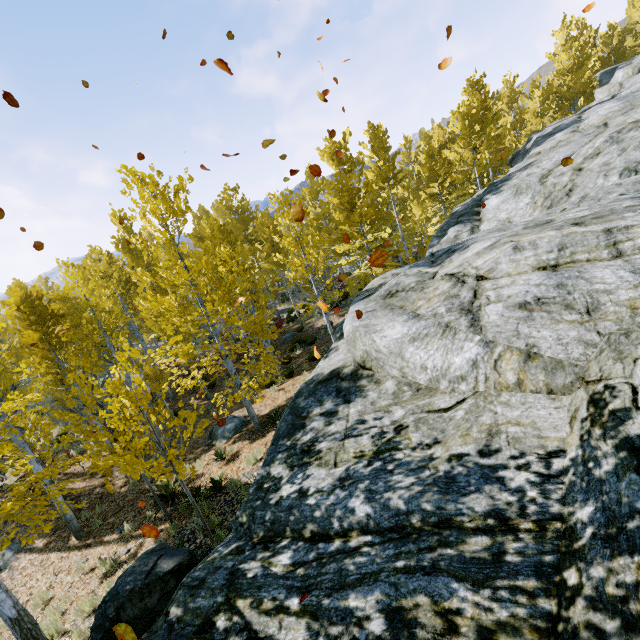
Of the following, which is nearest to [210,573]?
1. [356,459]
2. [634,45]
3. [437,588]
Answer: [356,459]

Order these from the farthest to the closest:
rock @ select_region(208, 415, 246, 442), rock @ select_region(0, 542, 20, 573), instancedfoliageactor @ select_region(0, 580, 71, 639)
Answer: rock @ select_region(208, 415, 246, 442) → rock @ select_region(0, 542, 20, 573) → instancedfoliageactor @ select_region(0, 580, 71, 639)

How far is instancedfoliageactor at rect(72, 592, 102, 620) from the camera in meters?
7.0

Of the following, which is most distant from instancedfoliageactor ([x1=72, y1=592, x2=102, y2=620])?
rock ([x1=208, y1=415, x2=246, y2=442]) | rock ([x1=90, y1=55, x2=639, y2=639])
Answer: rock ([x1=208, y1=415, x2=246, y2=442])

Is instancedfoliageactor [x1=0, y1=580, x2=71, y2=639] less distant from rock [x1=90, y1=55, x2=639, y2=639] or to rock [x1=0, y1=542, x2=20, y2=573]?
rock [x1=90, y1=55, x2=639, y2=639]

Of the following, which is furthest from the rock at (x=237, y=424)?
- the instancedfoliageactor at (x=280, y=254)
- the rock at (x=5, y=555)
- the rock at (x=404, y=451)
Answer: the rock at (x=5, y=555)

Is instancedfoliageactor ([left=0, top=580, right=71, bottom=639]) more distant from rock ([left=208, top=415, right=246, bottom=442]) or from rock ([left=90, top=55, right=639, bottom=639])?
rock ([left=208, top=415, right=246, bottom=442])

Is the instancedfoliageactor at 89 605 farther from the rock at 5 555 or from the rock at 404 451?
the rock at 5 555
